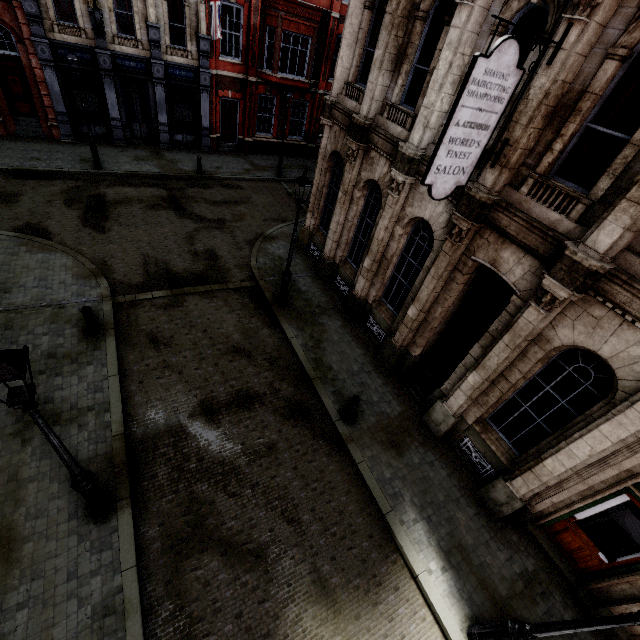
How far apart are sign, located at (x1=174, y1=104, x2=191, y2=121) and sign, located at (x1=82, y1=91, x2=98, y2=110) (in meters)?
3.95

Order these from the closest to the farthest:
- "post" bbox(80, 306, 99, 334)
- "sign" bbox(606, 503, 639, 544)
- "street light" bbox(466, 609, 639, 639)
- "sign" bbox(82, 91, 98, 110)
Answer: "street light" bbox(466, 609, 639, 639), "sign" bbox(606, 503, 639, 544), "post" bbox(80, 306, 99, 334), "sign" bbox(82, 91, 98, 110)

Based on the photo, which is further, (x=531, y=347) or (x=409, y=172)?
(x=409, y=172)

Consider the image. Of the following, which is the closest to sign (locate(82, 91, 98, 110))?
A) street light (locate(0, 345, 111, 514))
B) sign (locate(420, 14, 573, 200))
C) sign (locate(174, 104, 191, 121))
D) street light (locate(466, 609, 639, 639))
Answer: sign (locate(174, 104, 191, 121))

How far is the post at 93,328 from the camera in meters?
8.7

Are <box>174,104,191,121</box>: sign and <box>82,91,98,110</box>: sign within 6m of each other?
yes

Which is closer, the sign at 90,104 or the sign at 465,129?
the sign at 465,129

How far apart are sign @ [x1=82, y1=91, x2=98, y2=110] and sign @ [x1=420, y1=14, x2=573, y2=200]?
20.87m
